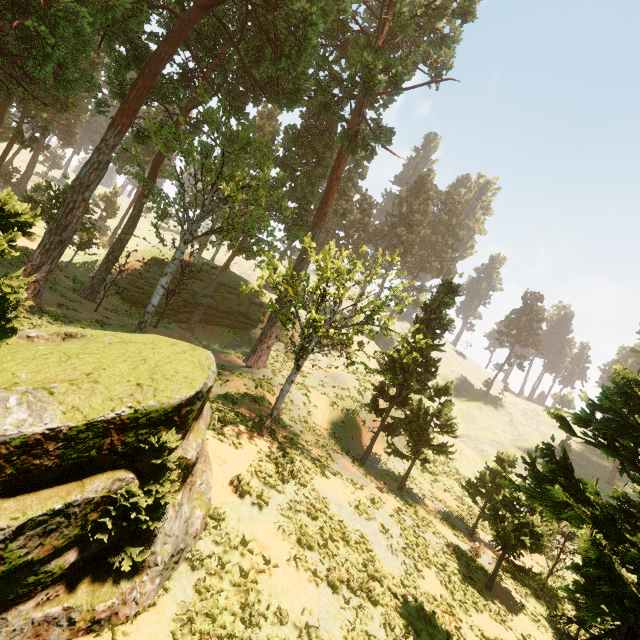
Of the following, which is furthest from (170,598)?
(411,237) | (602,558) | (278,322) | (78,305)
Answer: (411,237)

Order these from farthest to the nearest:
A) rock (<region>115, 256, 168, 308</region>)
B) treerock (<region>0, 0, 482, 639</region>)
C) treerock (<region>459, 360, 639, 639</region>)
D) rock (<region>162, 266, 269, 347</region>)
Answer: rock (<region>162, 266, 269, 347</region>) → rock (<region>115, 256, 168, 308</region>) → treerock (<region>459, 360, 639, 639</region>) → treerock (<region>0, 0, 482, 639</region>)

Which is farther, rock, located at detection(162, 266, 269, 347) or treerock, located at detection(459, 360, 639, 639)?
rock, located at detection(162, 266, 269, 347)

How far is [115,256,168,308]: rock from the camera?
33.4 meters

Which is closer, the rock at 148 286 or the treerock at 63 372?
the treerock at 63 372
